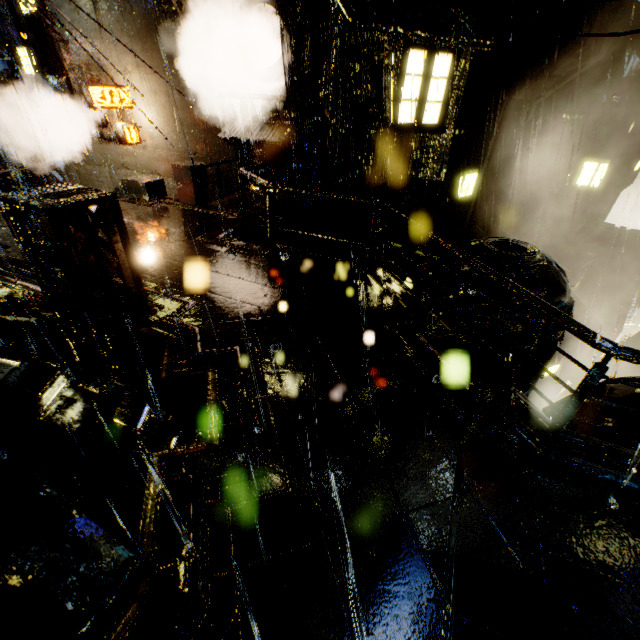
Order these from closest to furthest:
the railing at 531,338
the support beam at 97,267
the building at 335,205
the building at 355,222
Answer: the railing at 531,338, the support beam at 97,267, the building at 355,222, the building at 335,205

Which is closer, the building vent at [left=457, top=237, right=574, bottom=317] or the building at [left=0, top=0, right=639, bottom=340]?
the building at [left=0, top=0, right=639, bottom=340]

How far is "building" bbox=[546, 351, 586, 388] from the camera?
14.16m

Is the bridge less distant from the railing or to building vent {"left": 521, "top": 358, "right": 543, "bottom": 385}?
the railing

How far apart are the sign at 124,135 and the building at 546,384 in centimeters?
2329cm

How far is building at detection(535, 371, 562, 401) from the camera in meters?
14.8 m

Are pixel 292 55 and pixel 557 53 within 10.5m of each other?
no

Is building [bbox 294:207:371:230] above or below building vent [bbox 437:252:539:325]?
above
